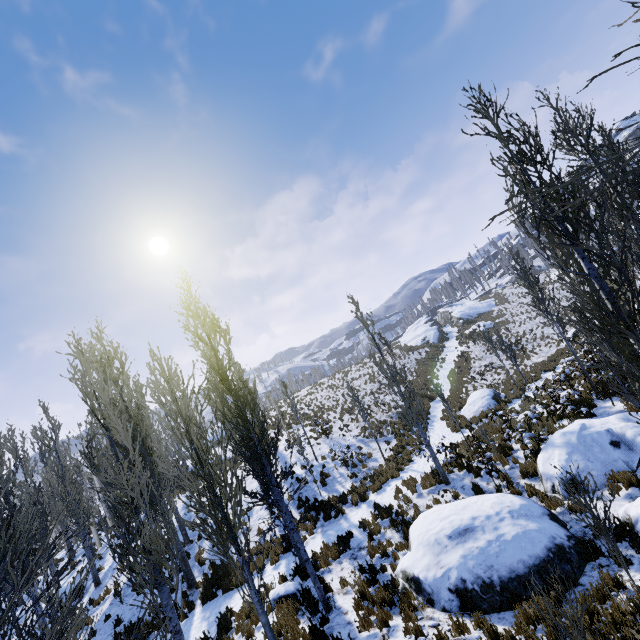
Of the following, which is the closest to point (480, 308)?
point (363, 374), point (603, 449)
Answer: point (363, 374)

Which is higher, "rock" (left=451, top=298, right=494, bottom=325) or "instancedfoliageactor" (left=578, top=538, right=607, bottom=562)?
"rock" (left=451, top=298, right=494, bottom=325)

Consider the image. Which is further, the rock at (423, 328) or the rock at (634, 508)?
the rock at (423, 328)

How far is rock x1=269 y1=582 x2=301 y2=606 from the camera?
9.10m

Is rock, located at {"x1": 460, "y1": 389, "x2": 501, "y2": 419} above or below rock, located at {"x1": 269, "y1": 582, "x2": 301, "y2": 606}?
below

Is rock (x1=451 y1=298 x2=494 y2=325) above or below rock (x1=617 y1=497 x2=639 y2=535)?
above

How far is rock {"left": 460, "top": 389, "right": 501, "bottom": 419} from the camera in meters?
17.8

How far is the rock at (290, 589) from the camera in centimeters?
910cm
